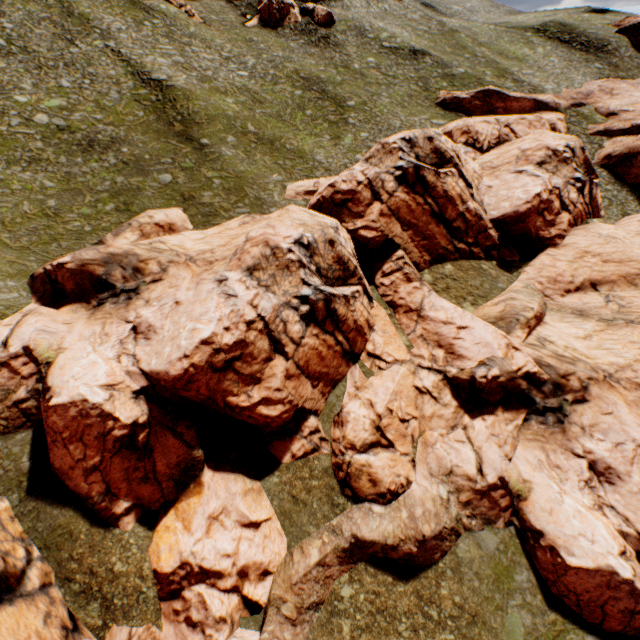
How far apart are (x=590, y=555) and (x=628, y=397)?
9.6 meters

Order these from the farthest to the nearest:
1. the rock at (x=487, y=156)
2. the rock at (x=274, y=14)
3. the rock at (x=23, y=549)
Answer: the rock at (x=274, y=14) < the rock at (x=487, y=156) < the rock at (x=23, y=549)

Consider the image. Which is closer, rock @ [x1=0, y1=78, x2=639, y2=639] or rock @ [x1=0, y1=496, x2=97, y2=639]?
rock @ [x1=0, y1=496, x2=97, y2=639]

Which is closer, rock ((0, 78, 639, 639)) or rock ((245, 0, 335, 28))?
rock ((0, 78, 639, 639))

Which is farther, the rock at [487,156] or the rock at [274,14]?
the rock at [274,14]

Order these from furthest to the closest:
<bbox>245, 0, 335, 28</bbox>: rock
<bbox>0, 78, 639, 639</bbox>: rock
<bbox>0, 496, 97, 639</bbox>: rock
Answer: <bbox>245, 0, 335, 28</bbox>: rock, <bbox>0, 78, 639, 639</bbox>: rock, <bbox>0, 496, 97, 639</bbox>: rock

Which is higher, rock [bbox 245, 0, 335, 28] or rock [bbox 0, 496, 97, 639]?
rock [bbox 245, 0, 335, 28]
